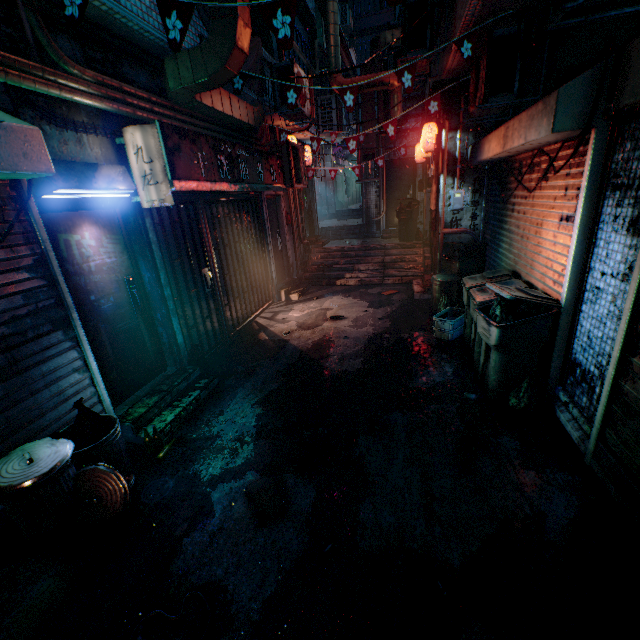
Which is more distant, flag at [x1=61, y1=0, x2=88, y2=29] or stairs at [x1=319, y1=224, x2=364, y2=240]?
stairs at [x1=319, y1=224, x2=364, y2=240]

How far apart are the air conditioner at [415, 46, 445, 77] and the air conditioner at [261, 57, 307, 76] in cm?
126

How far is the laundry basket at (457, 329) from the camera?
4.8m

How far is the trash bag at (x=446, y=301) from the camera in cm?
518

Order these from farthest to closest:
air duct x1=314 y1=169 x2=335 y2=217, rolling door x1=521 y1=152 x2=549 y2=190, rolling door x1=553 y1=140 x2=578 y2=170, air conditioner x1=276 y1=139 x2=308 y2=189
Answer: air duct x1=314 y1=169 x2=335 y2=217 < air conditioner x1=276 y1=139 x2=308 y2=189 < rolling door x1=521 y1=152 x2=549 y2=190 < rolling door x1=553 y1=140 x2=578 y2=170

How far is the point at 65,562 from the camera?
2.2m

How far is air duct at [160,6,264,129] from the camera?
3.1 meters

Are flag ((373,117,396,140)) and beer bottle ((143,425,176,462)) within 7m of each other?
yes
